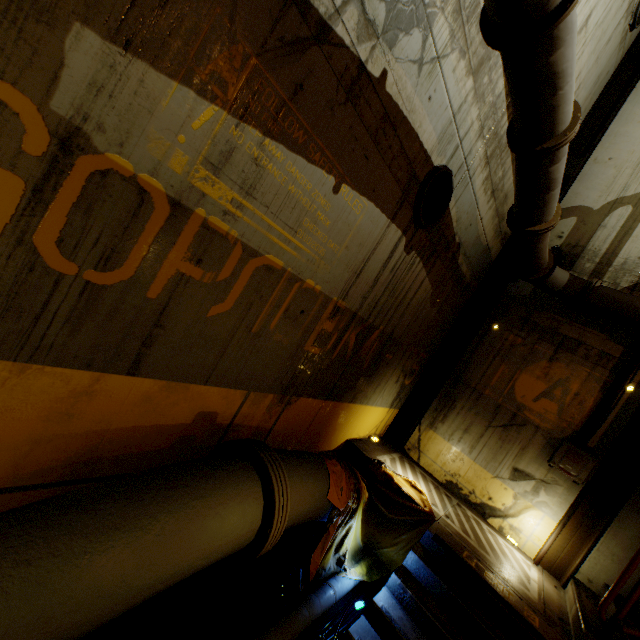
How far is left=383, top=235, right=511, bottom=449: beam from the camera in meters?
7.3 m

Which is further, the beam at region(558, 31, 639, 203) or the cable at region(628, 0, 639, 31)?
the beam at region(558, 31, 639, 203)

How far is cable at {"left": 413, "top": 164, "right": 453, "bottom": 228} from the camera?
4.1 meters

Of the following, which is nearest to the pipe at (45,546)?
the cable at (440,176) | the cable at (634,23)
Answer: the cable at (440,176)

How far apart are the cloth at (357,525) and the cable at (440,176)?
3.28m

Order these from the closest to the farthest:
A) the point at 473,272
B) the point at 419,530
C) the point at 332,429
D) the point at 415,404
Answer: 1. the point at 419,530
2. the point at 332,429
3. the point at 473,272
4. the point at 415,404

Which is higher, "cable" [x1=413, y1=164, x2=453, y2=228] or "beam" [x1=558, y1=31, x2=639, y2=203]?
"beam" [x1=558, y1=31, x2=639, y2=203]

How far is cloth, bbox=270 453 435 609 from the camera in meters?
3.8 m
